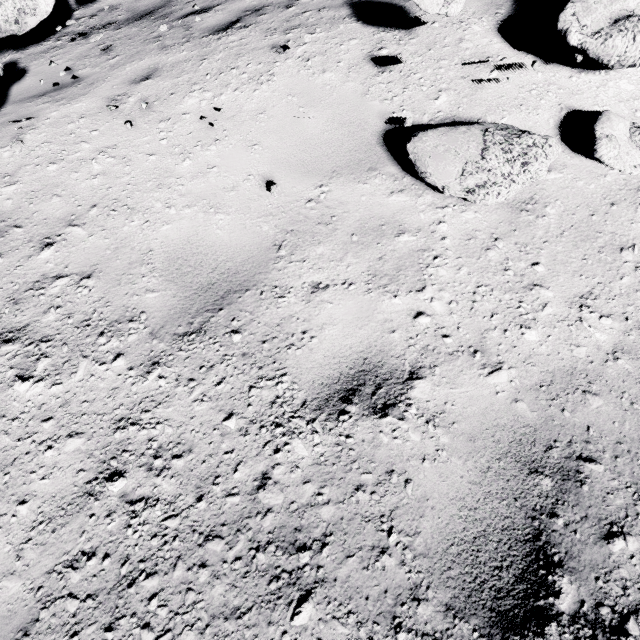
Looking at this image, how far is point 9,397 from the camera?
1.9m

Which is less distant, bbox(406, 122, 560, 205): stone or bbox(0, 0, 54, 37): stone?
bbox(406, 122, 560, 205): stone

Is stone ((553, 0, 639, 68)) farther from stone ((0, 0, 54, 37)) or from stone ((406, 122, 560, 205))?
stone ((0, 0, 54, 37))

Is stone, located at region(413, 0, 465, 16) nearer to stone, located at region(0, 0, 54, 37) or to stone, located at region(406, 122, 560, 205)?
stone, located at region(406, 122, 560, 205)

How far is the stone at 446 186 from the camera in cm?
240

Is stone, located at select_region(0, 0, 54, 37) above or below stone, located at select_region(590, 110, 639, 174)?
above

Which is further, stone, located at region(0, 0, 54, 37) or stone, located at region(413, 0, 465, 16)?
stone, located at region(0, 0, 54, 37)

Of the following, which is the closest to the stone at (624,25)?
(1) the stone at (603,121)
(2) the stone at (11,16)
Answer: (1) the stone at (603,121)
